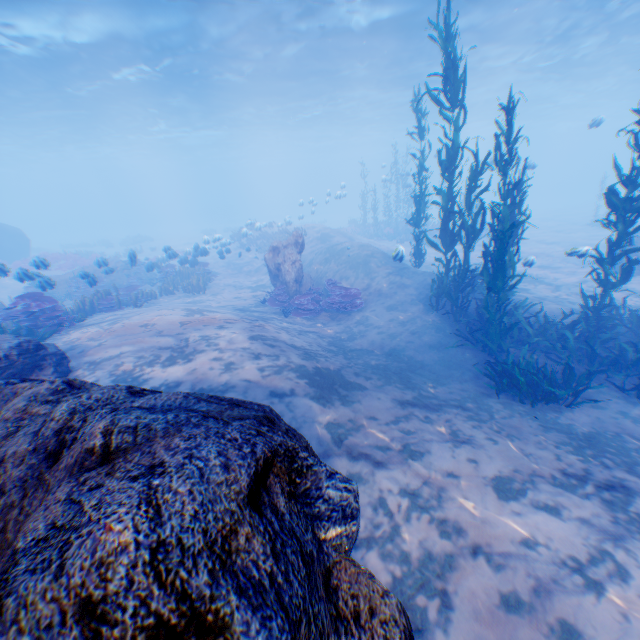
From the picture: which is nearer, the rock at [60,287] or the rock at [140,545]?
the rock at [140,545]

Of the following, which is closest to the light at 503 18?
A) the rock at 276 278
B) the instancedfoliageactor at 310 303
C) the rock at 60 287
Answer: the rock at 60 287

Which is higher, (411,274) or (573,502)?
(411,274)

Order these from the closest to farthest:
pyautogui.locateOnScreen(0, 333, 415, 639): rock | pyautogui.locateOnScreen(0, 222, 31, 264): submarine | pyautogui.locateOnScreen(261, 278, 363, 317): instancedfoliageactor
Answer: pyautogui.locateOnScreen(0, 333, 415, 639): rock
pyautogui.locateOnScreen(261, 278, 363, 317): instancedfoliageactor
pyautogui.locateOnScreen(0, 222, 31, 264): submarine

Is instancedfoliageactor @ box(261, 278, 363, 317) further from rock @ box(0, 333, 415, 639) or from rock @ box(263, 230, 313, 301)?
rock @ box(0, 333, 415, 639)

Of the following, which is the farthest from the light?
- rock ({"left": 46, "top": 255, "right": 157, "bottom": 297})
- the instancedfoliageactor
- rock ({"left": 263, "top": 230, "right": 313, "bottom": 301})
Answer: the instancedfoliageactor

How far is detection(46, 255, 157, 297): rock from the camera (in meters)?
11.93

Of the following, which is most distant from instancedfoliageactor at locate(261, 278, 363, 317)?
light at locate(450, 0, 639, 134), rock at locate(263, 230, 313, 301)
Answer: light at locate(450, 0, 639, 134)
